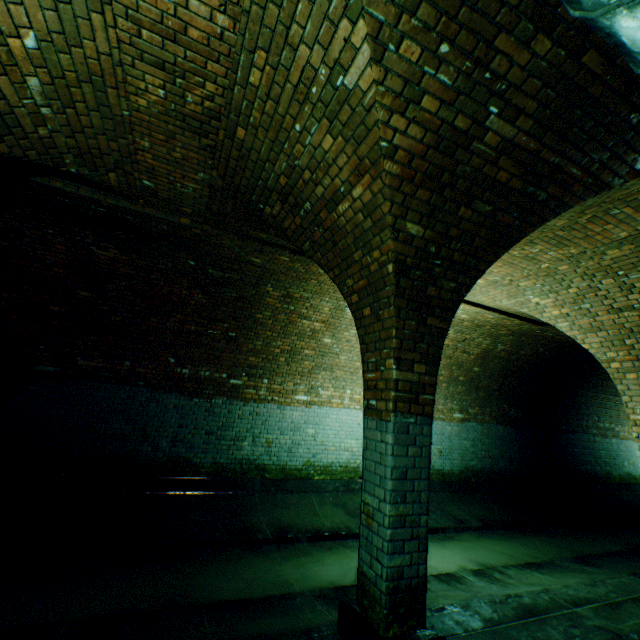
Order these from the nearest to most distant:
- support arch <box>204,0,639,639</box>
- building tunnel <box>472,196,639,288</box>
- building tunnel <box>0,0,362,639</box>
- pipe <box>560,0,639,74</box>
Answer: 1. pipe <box>560,0,639,74</box>
2. support arch <box>204,0,639,639</box>
3. building tunnel <box>0,0,362,639</box>
4. building tunnel <box>472,196,639,288</box>

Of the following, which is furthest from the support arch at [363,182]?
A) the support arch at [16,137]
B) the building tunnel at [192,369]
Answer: the support arch at [16,137]

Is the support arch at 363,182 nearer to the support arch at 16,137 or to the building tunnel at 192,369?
the building tunnel at 192,369

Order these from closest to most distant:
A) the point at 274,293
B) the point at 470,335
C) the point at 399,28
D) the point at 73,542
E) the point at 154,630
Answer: the point at 399,28
the point at 154,630
the point at 73,542
the point at 274,293
the point at 470,335

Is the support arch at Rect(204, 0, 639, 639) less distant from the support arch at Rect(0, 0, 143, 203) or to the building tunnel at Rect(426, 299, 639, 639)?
the building tunnel at Rect(426, 299, 639, 639)

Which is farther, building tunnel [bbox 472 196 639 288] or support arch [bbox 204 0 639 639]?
building tunnel [bbox 472 196 639 288]
